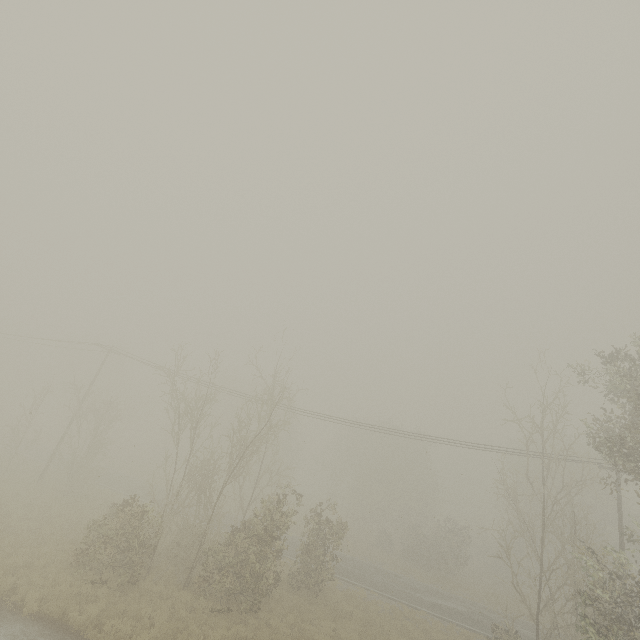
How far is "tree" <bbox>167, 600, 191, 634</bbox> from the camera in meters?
13.0 m

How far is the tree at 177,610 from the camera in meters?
13.0 m

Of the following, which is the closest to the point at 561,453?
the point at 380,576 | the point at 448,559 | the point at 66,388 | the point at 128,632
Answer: the point at 448,559
